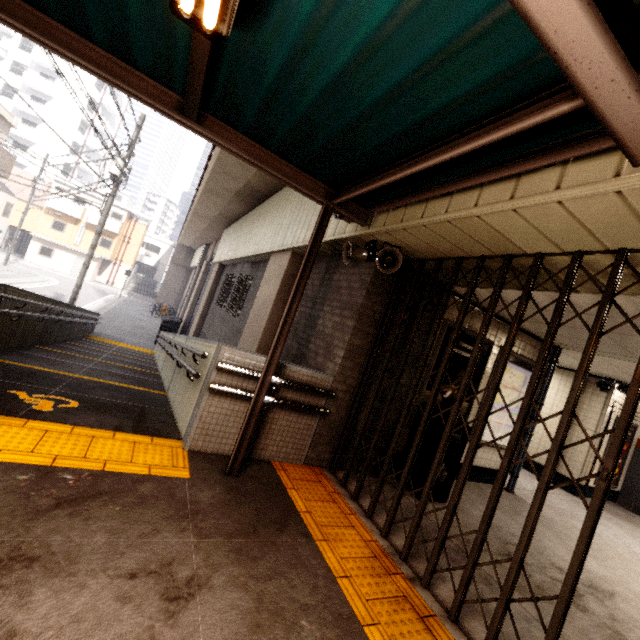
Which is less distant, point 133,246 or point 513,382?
point 513,382

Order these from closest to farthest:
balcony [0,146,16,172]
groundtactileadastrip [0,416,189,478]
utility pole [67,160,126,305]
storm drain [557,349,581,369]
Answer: groundtactileadastrip [0,416,189,478] < storm drain [557,349,581,369] < utility pole [67,160,126,305] < balcony [0,146,16,172]

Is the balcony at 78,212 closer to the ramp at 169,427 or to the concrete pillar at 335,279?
the ramp at 169,427

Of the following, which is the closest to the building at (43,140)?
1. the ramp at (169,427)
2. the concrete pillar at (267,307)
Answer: the ramp at (169,427)

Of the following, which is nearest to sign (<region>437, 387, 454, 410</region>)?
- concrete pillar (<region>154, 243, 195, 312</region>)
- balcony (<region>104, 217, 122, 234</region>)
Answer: concrete pillar (<region>154, 243, 195, 312</region>)

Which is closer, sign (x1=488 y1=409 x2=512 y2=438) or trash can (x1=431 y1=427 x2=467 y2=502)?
trash can (x1=431 y1=427 x2=467 y2=502)

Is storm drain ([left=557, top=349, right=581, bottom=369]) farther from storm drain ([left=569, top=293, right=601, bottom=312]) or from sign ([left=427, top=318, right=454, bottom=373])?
sign ([left=427, top=318, right=454, bottom=373])

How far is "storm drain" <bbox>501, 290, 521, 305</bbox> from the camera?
4.0 meters
